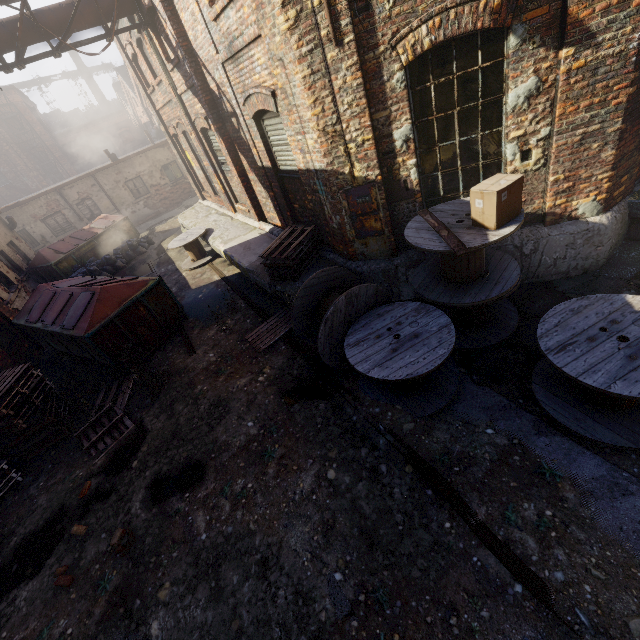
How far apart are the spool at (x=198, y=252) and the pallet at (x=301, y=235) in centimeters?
510cm

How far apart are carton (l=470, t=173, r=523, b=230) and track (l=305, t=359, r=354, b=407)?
2.97m

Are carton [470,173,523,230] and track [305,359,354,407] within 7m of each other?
yes

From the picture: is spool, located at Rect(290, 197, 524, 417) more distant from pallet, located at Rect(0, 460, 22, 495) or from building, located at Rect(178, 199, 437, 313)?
pallet, located at Rect(0, 460, 22, 495)

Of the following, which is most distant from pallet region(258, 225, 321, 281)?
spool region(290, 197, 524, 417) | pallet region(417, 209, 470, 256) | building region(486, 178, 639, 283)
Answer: pallet region(417, 209, 470, 256)

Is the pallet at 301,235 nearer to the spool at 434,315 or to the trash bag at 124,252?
the spool at 434,315

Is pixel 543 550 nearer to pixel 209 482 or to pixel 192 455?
pixel 209 482

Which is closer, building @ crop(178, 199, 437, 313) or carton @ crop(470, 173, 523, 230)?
carton @ crop(470, 173, 523, 230)
